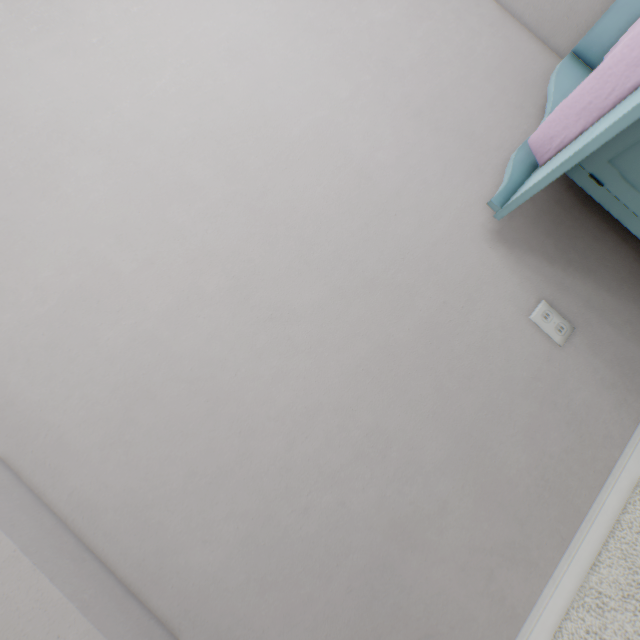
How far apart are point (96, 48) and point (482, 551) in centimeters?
178cm

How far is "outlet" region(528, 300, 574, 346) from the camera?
1.0 meters

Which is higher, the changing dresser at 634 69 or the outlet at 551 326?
the changing dresser at 634 69

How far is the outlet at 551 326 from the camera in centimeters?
96cm

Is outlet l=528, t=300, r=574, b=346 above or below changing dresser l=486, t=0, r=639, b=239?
below
